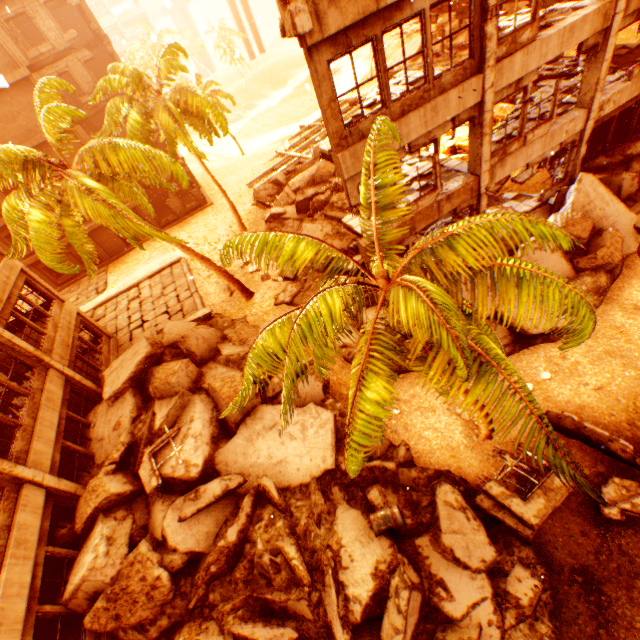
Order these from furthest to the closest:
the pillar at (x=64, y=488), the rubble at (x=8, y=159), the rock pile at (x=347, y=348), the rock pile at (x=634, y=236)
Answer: the rock pile at (x=347, y=348)
the rock pile at (x=634, y=236)
the pillar at (x=64, y=488)
the rubble at (x=8, y=159)

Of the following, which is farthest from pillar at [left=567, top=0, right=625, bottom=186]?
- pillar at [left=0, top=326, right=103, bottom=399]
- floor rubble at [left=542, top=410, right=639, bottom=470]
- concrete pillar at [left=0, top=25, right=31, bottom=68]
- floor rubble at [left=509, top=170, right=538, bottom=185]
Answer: concrete pillar at [left=0, top=25, right=31, bottom=68]

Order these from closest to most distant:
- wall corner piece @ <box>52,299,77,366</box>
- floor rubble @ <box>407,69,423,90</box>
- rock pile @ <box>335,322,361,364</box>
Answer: floor rubble @ <box>407,69,423,90</box> → rock pile @ <box>335,322,361,364</box> → wall corner piece @ <box>52,299,77,366</box>

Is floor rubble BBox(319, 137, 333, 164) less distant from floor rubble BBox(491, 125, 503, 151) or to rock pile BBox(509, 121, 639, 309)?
floor rubble BBox(491, 125, 503, 151)

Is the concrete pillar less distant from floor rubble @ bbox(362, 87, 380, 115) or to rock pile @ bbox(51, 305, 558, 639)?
rock pile @ bbox(51, 305, 558, 639)

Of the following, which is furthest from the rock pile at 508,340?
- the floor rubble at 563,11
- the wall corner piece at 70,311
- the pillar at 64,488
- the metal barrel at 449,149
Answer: the floor rubble at 563,11

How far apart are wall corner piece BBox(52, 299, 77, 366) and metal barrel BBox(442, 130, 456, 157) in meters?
21.9

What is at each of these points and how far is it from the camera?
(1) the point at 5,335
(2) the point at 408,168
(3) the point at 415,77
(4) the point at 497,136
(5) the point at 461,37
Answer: (1) pillar, 11.50m
(2) floor rubble, 12.95m
(3) floor rubble, 10.74m
(4) floor rubble, 12.42m
(5) rock pile, 26.00m
